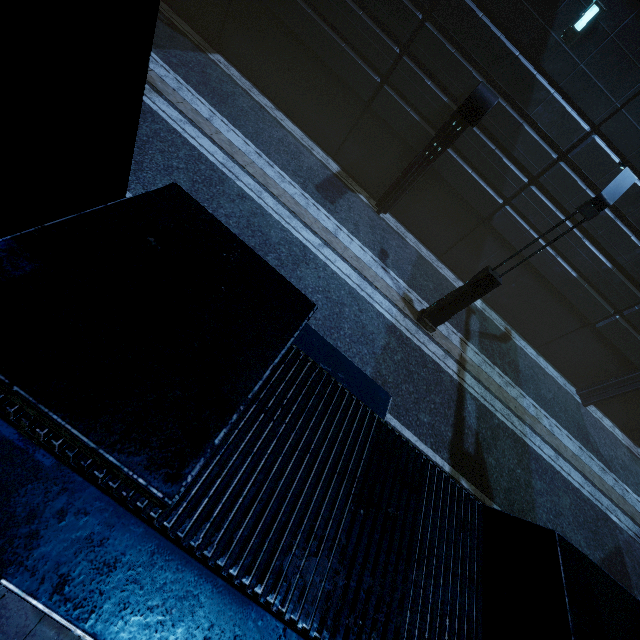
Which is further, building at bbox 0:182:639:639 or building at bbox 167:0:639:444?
building at bbox 167:0:639:444

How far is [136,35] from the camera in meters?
1.0

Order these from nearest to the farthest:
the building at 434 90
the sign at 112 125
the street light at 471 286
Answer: the sign at 112 125 < the street light at 471 286 < the building at 434 90

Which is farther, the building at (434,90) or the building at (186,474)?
the building at (434,90)

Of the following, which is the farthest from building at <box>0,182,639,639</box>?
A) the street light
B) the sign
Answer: the street light

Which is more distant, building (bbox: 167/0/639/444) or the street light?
building (bbox: 167/0/639/444)

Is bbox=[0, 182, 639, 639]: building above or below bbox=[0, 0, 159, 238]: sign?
below
